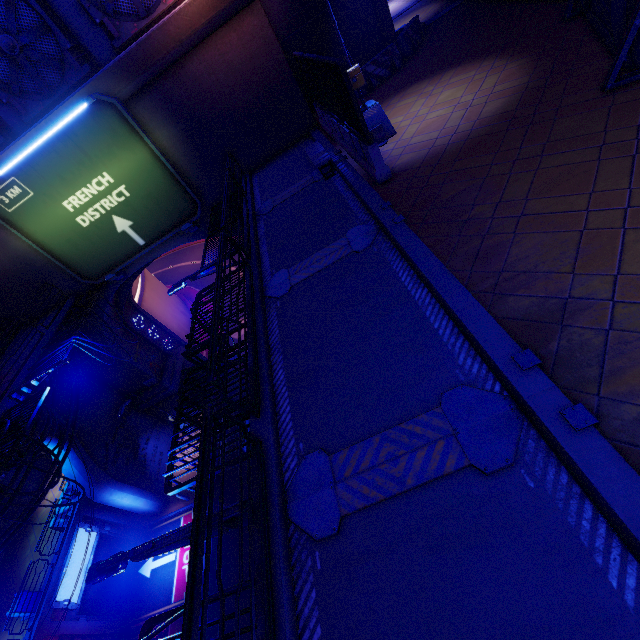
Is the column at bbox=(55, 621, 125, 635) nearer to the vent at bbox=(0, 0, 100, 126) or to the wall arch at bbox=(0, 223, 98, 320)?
the wall arch at bbox=(0, 223, 98, 320)

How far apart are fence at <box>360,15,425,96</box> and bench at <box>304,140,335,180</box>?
4.7m

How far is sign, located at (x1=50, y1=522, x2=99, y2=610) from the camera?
16.16m

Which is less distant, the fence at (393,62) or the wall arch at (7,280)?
the fence at (393,62)

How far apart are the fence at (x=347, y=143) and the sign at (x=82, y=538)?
23.58m

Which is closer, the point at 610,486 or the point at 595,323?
the point at 610,486

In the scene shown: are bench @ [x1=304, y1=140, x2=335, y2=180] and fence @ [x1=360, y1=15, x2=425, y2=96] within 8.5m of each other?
yes

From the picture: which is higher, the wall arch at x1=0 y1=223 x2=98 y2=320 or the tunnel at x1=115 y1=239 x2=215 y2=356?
the wall arch at x1=0 y1=223 x2=98 y2=320
